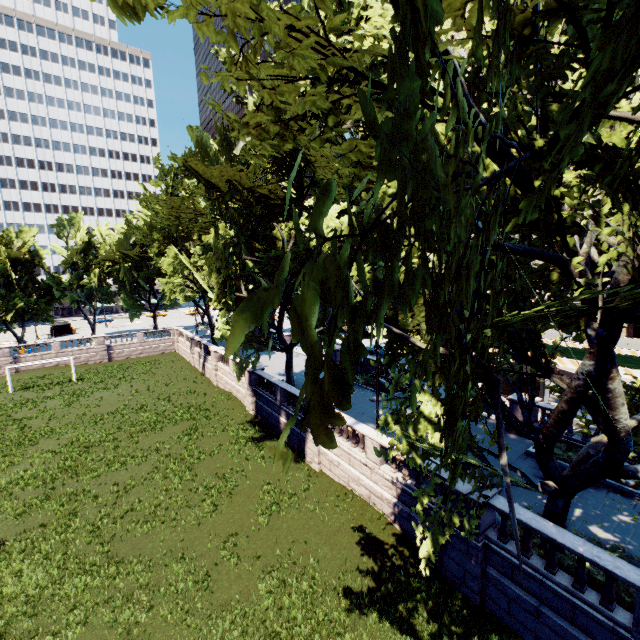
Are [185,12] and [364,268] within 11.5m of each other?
yes

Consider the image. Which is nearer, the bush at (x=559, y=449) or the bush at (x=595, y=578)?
the bush at (x=595, y=578)

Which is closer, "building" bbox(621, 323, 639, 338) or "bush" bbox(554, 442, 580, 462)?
"bush" bbox(554, 442, 580, 462)

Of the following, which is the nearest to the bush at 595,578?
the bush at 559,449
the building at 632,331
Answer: the bush at 559,449

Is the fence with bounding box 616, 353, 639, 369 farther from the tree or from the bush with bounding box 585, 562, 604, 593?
the bush with bounding box 585, 562, 604, 593

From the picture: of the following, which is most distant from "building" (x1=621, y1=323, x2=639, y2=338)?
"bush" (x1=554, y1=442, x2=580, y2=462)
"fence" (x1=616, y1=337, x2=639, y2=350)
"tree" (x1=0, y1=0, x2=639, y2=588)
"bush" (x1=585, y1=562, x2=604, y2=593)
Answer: "bush" (x1=585, y1=562, x2=604, y2=593)

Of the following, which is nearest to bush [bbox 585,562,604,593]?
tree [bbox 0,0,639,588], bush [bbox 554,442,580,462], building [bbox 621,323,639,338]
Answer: tree [bbox 0,0,639,588]

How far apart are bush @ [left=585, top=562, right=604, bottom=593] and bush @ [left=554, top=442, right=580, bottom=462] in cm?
721
